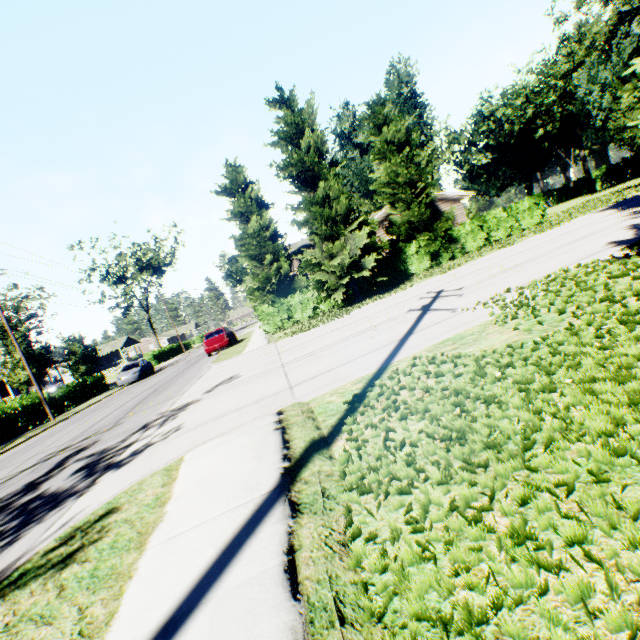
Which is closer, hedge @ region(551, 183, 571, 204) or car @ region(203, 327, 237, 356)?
car @ region(203, 327, 237, 356)

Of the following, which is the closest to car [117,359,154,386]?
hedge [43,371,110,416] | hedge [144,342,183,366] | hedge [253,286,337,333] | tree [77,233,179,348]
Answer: hedge [43,371,110,416]

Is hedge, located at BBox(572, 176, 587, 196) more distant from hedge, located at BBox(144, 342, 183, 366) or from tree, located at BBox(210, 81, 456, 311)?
hedge, located at BBox(144, 342, 183, 366)

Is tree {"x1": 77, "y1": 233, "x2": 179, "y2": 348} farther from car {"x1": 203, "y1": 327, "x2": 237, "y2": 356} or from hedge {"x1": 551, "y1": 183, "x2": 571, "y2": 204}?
hedge {"x1": 551, "y1": 183, "x2": 571, "y2": 204}

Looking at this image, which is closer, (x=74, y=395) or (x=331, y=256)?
(x=331, y=256)

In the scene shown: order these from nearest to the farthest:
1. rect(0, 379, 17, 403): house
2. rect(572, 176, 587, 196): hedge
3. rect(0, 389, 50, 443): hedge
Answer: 1. rect(0, 389, 50, 443): hedge
2. rect(0, 379, 17, 403): house
3. rect(572, 176, 587, 196): hedge

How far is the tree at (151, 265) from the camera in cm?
4741

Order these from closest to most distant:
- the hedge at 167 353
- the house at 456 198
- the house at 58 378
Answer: the house at 456 198, the hedge at 167 353, the house at 58 378
